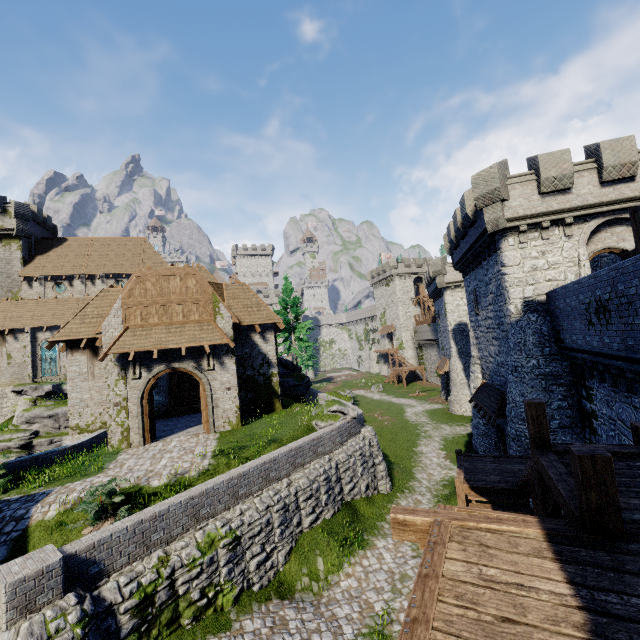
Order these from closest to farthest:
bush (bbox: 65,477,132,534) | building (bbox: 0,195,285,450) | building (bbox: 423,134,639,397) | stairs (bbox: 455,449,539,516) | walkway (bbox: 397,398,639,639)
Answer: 1. walkway (bbox: 397,398,639,639)
2. bush (bbox: 65,477,132,534)
3. stairs (bbox: 455,449,539,516)
4. building (bbox: 423,134,639,397)
5. building (bbox: 0,195,285,450)

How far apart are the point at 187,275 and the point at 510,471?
17.7 meters

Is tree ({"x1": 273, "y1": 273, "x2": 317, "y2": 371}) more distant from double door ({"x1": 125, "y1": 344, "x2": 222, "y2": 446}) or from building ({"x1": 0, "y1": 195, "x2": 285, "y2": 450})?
double door ({"x1": 125, "y1": 344, "x2": 222, "y2": 446})

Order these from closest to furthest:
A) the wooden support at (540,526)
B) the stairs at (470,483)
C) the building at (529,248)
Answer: the wooden support at (540,526) < the stairs at (470,483) < the building at (529,248)

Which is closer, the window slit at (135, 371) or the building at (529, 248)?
the building at (529, 248)

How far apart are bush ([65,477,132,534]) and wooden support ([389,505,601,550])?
8.27m

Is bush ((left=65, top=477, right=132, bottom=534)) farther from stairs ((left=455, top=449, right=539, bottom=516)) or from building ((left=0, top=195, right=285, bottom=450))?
stairs ((left=455, top=449, right=539, bottom=516))

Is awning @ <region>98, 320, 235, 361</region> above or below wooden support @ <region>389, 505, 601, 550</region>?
above
